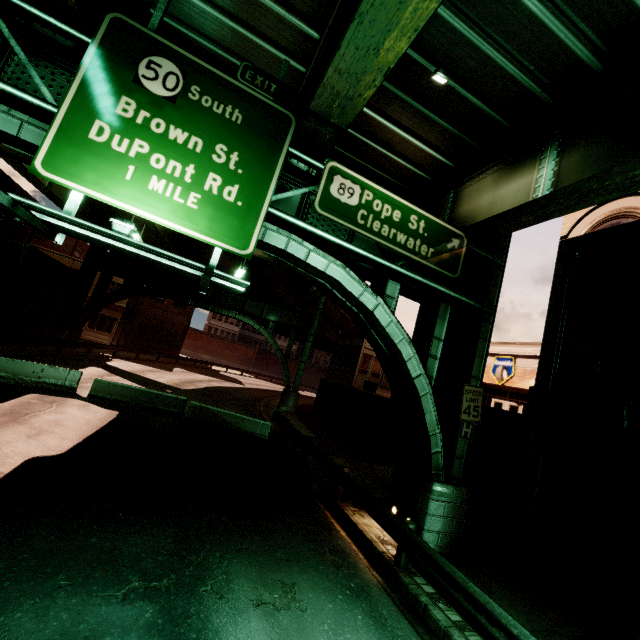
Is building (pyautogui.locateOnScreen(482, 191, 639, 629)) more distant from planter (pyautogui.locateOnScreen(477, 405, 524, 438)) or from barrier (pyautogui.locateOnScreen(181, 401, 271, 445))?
barrier (pyautogui.locateOnScreen(181, 401, 271, 445))

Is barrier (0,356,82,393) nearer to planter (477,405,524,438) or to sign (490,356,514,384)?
planter (477,405,524,438)

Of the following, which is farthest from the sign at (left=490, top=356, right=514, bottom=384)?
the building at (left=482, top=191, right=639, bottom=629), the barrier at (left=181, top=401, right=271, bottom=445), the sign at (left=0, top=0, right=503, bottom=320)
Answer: the barrier at (left=181, top=401, right=271, bottom=445)

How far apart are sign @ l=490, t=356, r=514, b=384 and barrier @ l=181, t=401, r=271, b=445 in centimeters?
1961cm

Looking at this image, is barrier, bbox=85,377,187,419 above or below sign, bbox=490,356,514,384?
below

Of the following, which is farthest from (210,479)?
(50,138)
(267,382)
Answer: (267,382)

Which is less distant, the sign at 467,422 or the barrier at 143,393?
the sign at 467,422

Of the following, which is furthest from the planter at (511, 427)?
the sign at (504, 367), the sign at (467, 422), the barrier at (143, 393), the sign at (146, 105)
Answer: the barrier at (143, 393)
